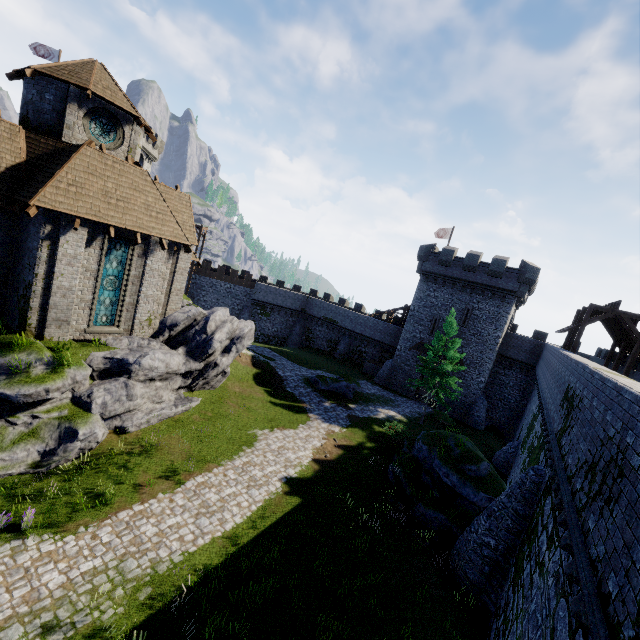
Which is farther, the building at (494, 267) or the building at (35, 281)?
the building at (494, 267)

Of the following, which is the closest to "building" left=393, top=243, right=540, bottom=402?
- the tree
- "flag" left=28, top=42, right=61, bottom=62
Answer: the tree

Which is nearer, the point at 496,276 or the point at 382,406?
the point at 382,406

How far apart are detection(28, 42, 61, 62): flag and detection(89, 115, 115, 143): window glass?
32.2m

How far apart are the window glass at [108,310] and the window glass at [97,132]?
5.92m

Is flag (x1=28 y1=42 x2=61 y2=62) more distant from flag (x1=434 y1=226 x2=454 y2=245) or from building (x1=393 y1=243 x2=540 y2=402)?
flag (x1=434 y1=226 x2=454 y2=245)

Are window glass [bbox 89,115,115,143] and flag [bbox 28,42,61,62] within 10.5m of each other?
no

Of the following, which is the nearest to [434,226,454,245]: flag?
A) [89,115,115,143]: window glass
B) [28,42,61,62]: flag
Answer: [89,115,115,143]: window glass
